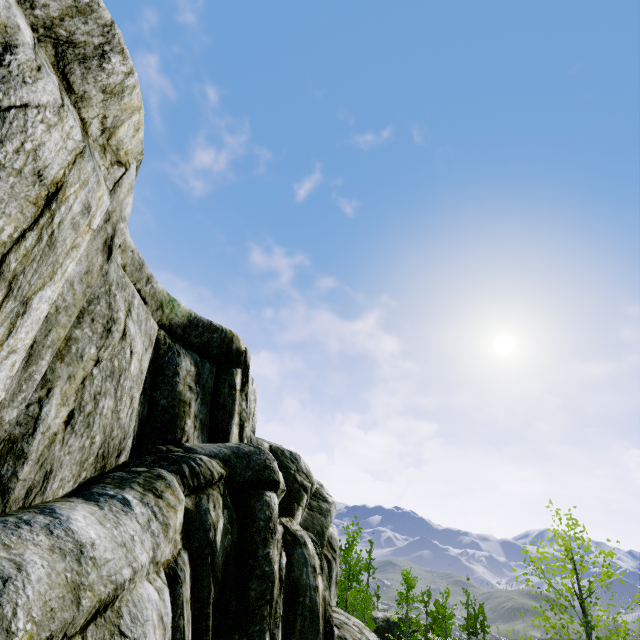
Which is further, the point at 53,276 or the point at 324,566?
the point at 324,566
